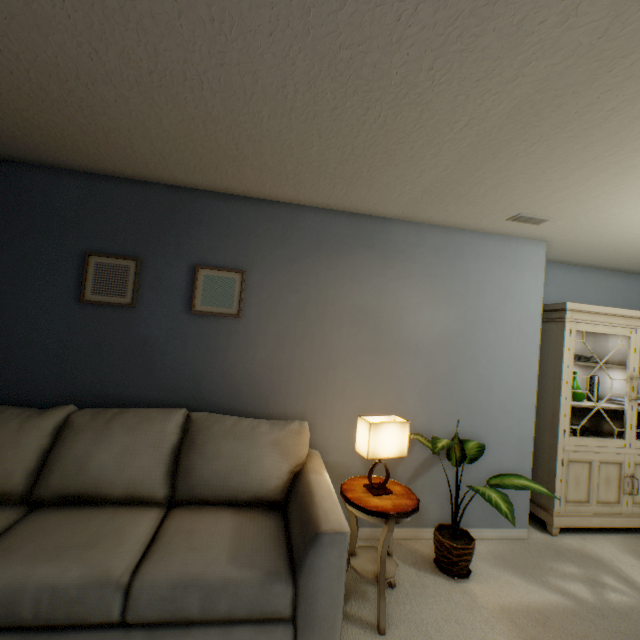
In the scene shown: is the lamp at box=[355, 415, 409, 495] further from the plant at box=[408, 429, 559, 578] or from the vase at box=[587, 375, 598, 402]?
the vase at box=[587, 375, 598, 402]

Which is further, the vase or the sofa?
the vase

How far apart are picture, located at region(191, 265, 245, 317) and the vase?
3.3m

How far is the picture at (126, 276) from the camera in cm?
221

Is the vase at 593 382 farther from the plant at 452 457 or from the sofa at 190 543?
the sofa at 190 543

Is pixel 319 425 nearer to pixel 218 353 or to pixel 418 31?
pixel 218 353

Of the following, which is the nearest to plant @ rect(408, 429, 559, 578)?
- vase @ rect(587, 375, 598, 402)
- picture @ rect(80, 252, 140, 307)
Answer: vase @ rect(587, 375, 598, 402)

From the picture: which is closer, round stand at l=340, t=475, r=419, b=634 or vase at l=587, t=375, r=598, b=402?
round stand at l=340, t=475, r=419, b=634
